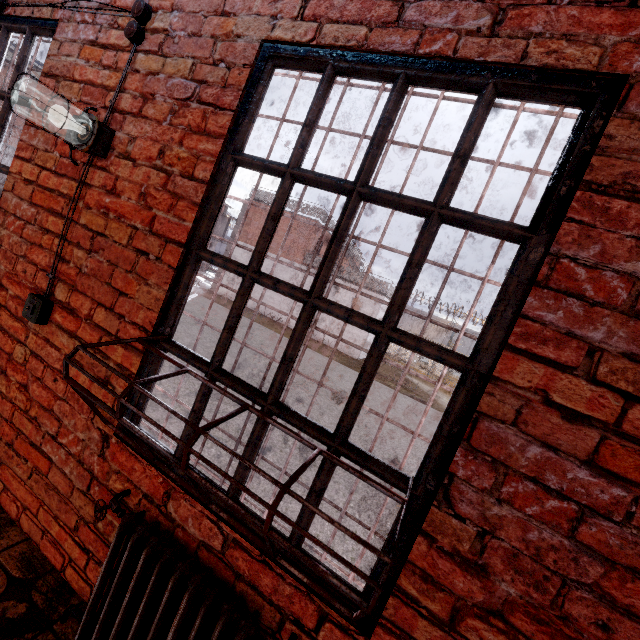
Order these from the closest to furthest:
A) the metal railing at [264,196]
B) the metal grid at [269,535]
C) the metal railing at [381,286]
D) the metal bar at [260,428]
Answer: the metal grid at [269,535]
the metal bar at [260,428]
the metal railing at [381,286]
the metal railing at [264,196]

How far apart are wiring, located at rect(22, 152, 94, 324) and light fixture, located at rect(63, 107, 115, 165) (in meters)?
0.07

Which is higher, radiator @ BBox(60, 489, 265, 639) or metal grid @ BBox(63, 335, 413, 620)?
metal grid @ BBox(63, 335, 413, 620)

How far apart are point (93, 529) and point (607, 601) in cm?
207

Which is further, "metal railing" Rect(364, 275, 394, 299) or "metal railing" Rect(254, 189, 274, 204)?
"metal railing" Rect(254, 189, 274, 204)

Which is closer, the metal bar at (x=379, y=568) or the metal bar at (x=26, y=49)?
the metal bar at (x=379, y=568)

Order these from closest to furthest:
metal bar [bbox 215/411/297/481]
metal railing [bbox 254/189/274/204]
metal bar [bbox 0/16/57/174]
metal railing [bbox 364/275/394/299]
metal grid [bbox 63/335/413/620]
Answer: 1. metal grid [bbox 63/335/413/620]
2. metal bar [bbox 215/411/297/481]
3. metal bar [bbox 0/16/57/174]
4. metal railing [bbox 364/275/394/299]
5. metal railing [bbox 254/189/274/204]

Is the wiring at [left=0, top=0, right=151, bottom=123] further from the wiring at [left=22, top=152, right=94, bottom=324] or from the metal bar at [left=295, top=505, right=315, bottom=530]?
the metal bar at [left=295, top=505, right=315, bottom=530]
